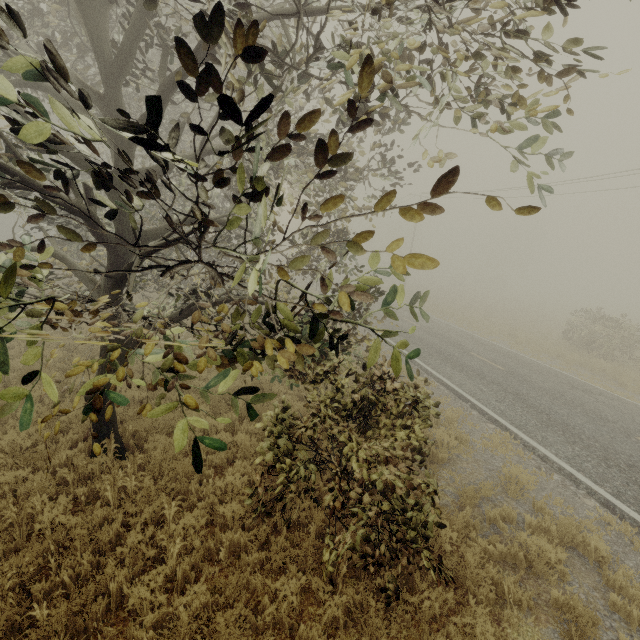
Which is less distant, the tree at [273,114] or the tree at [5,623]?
the tree at [273,114]

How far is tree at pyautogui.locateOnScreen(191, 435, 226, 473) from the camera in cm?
189

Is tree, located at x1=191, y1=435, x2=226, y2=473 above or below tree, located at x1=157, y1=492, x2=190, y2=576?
above

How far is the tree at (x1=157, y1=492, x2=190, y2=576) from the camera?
4.5 meters

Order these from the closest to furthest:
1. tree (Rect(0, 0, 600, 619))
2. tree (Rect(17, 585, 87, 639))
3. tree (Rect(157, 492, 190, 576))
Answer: tree (Rect(0, 0, 600, 619)) → tree (Rect(17, 585, 87, 639)) → tree (Rect(157, 492, 190, 576))

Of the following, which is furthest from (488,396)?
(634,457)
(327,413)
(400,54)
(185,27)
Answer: (185,27)

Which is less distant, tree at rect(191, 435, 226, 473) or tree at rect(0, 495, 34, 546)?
tree at rect(191, 435, 226, 473)
